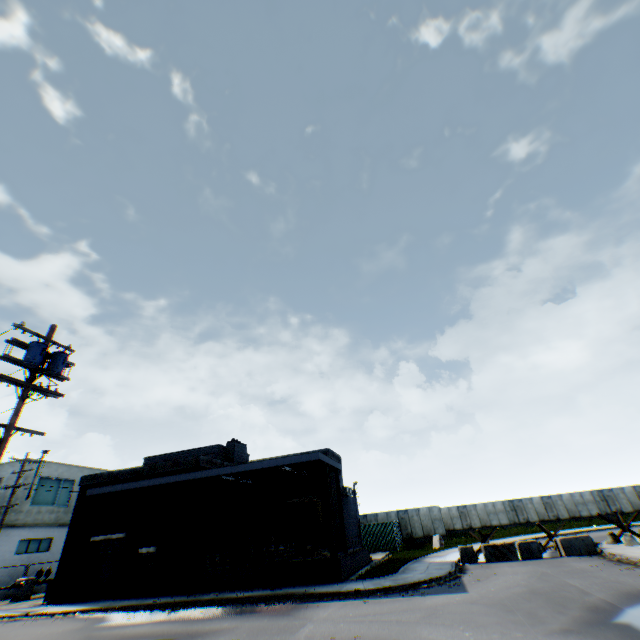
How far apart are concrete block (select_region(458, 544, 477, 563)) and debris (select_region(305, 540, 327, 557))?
8.5 meters

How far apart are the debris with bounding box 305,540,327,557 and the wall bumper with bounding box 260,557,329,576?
1.3 meters

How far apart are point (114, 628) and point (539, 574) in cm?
1753

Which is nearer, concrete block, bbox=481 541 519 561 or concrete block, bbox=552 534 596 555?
concrete block, bbox=552 534 596 555

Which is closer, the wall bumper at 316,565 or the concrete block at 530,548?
the wall bumper at 316,565

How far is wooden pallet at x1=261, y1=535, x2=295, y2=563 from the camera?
17.6m

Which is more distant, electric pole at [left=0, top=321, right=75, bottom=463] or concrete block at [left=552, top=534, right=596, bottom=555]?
concrete block at [left=552, top=534, right=596, bottom=555]

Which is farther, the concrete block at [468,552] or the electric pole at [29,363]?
the concrete block at [468,552]
